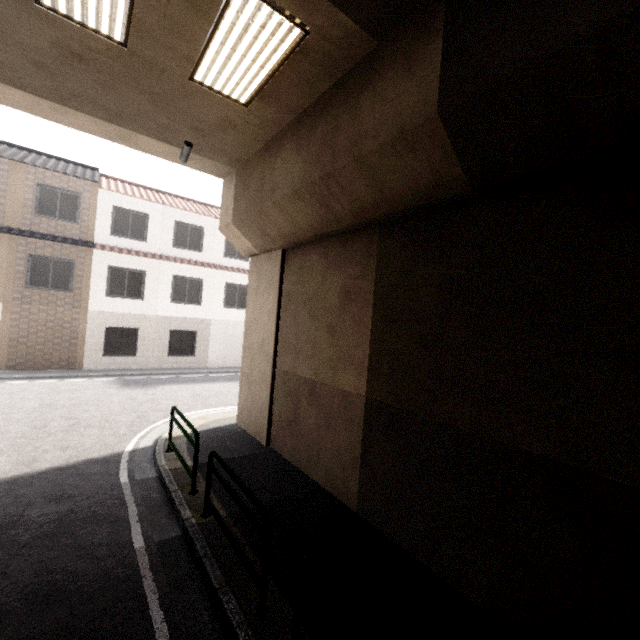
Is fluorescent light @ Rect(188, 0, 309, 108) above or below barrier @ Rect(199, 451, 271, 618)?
above

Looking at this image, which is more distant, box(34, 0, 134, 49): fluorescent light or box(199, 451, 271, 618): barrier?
box(34, 0, 134, 49): fluorescent light

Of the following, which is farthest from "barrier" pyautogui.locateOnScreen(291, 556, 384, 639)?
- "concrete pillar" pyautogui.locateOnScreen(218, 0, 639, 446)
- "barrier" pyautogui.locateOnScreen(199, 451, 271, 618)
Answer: "concrete pillar" pyautogui.locateOnScreen(218, 0, 639, 446)

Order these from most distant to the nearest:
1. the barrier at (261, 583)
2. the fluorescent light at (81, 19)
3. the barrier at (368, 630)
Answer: the fluorescent light at (81, 19) < the barrier at (261, 583) < the barrier at (368, 630)

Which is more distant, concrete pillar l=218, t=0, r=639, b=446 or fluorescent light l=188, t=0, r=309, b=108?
fluorescent light l=188, t=0, r=309, b=108

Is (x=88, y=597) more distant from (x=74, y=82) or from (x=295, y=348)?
(x=74, y=82)

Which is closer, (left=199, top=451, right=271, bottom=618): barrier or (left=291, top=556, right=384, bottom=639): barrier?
(left=291, top=556, right=384, bottom=639): barrier

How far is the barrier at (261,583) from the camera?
3.5 meters
